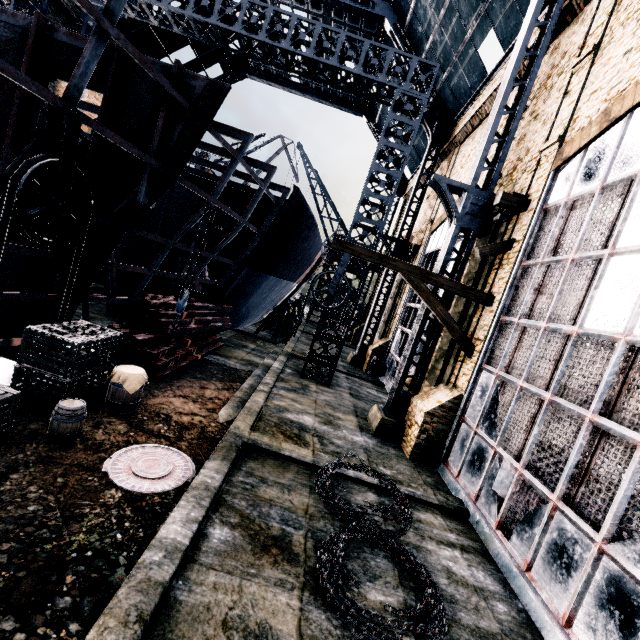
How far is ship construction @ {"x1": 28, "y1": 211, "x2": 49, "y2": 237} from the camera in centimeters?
908cm

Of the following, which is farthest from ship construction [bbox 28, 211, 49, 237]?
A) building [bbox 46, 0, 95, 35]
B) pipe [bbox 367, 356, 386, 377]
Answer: pipe [bbox 367, 356, 386, 377]

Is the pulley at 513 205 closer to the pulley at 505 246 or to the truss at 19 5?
the pulley at 505 246

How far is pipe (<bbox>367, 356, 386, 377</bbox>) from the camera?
21.8 meters

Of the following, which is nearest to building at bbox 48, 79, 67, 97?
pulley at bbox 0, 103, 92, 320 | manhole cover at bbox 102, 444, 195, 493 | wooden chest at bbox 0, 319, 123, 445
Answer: manhole cover at bbox 102, 444, 195, 493

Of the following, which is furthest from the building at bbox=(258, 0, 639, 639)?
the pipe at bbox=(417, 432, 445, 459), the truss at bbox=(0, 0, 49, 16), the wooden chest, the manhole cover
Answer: the wooden chest

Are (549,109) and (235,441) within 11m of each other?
no

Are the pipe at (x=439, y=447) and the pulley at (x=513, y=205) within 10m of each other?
yes
